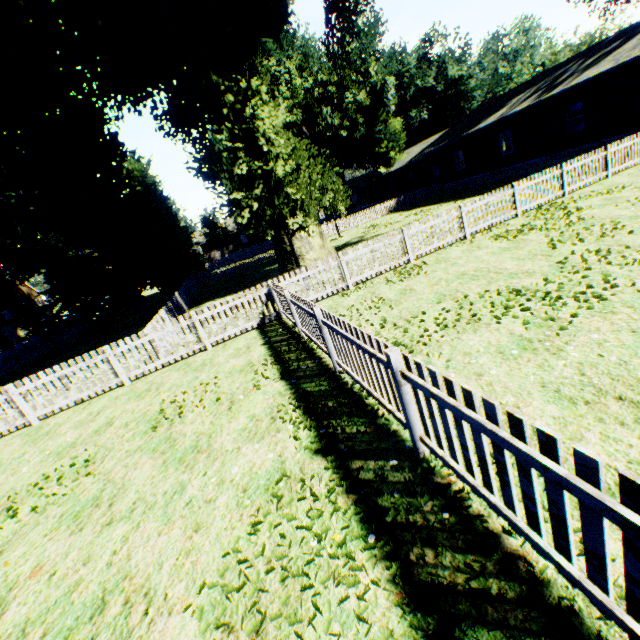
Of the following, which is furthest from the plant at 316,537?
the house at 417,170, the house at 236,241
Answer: the house at 236,241

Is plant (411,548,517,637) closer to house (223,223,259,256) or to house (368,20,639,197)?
house (368,20,639,197)

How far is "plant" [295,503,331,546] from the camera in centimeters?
295cm

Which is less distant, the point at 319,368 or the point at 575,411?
the point at 575,411

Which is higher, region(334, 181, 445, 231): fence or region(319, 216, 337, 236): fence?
region(319, 216, 337, 236): fence

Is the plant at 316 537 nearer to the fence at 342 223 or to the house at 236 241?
the fence at 342 223

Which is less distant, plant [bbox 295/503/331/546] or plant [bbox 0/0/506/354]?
plant [bbox 295/503/331/546]

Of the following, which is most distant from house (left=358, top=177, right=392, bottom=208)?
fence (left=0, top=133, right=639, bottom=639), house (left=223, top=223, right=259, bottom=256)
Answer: house (left=223, top=223, right=259, bottom=256)
